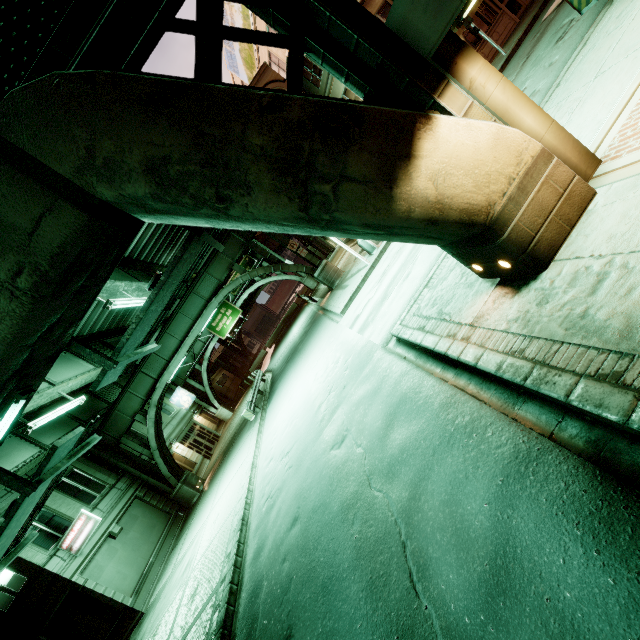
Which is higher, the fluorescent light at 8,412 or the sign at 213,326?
the sign at 213,326

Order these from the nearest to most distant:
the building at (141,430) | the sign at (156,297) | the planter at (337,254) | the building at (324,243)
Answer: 1. the sign at (156,297)
2. the building at (141,430)
3. the planter at (337,254)
4. the building at (324,243)

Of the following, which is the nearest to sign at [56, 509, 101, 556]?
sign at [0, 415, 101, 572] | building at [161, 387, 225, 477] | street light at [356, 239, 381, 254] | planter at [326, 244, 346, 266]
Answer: building at [161, 387, 225, 477]

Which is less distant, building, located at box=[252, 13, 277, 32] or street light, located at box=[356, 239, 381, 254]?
street light, located at box=[356, 239, 381, 254]

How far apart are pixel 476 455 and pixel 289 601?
4.57m

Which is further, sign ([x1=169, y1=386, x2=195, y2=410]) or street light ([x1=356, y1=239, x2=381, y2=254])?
sign ([x1=169, y1=386, x2=195, y2=410])

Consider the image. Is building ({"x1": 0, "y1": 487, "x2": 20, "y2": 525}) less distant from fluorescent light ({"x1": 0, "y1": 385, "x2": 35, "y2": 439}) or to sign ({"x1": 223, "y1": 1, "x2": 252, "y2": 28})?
fluorescent light ({"x1": 0, "y1": 385, "x2": 35, "y2": 439})

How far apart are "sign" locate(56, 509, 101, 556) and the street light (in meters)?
19.46
